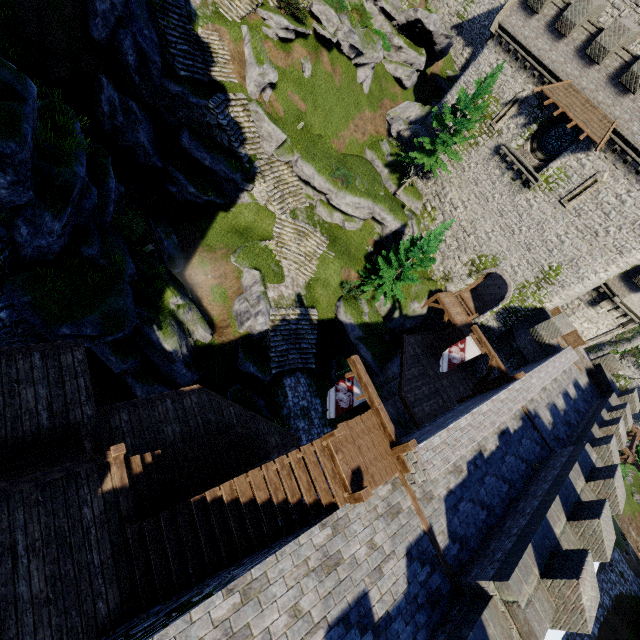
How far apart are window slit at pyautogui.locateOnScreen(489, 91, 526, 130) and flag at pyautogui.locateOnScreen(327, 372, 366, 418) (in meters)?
24.76

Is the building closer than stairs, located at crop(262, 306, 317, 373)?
No

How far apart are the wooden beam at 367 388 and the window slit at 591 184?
21.28m

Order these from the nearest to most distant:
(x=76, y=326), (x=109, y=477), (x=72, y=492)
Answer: (x=72, y=492) < (x=109, y=477) < (x=76, y=326)

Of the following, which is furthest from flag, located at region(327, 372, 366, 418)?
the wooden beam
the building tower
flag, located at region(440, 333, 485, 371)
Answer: the building tower

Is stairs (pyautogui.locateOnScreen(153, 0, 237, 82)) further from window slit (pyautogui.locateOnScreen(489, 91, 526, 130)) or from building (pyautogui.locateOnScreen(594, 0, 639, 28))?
building (pyautogui.locateOnScreen(594, 0, 639, 28))

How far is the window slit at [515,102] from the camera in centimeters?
2366cm

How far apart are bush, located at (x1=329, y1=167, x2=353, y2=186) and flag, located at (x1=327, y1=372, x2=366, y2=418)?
17.30m
